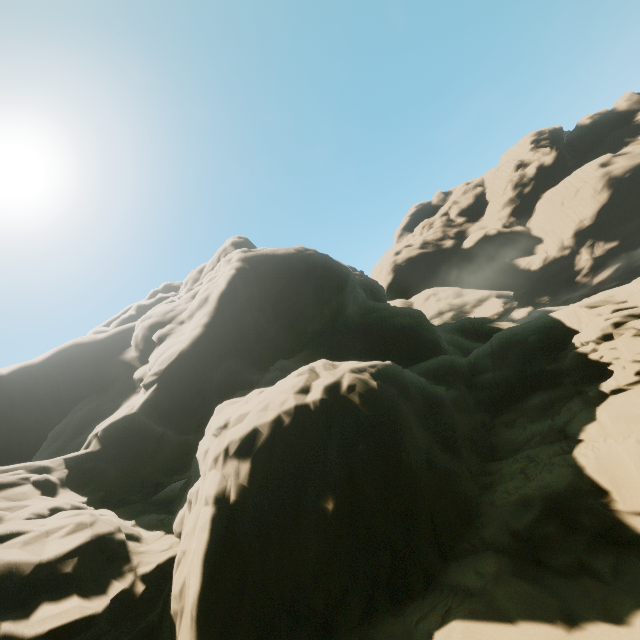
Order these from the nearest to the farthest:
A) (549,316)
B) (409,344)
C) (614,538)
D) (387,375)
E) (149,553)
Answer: (614,538)
(149,553)
(387,375)
(549,316)
(409,344)
